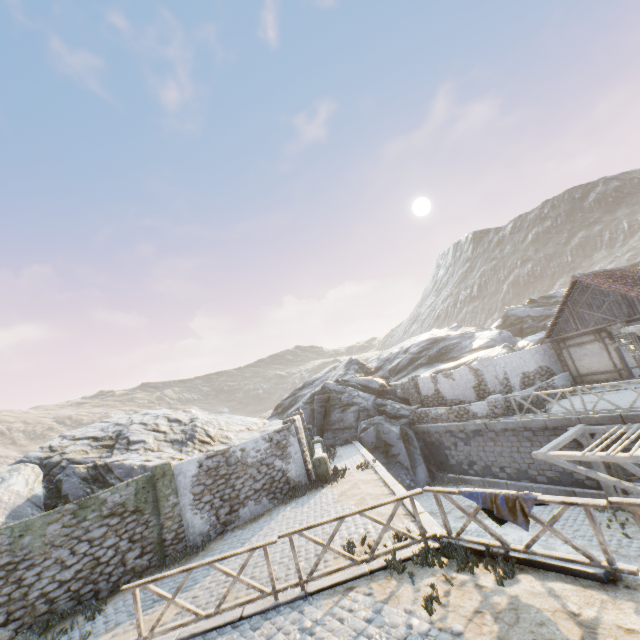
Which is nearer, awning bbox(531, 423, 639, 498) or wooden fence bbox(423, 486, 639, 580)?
wooden fence bbox(423, 486, 639, 580)

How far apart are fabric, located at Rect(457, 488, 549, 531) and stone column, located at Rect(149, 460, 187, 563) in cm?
987

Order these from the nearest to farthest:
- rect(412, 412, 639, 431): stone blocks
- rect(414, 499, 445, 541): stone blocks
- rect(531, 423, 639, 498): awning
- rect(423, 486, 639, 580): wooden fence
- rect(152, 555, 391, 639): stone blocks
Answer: rect(423, 486, 639, 580): wooden fence
rect(152, 555, 391, 639): stone blocks
rect(414, 499, 445, 541): stone blocks
rect(531, 423, 639, 498): awning
rect(412, 412, 639, 431): stone blocks

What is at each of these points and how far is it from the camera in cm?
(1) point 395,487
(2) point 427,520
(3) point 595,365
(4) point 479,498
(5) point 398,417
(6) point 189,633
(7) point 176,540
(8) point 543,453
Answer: (1) stone blocks, 1123
(2) stone blocks, 823
(3) building, 1769
(4) fabric, 646
(5) rock, 2278
(6) stone blocks, 671
(7) stone column, 1127
(8) awning, 1129

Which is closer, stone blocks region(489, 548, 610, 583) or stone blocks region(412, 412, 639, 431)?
stone blocks region(489, 548, 610, 583)

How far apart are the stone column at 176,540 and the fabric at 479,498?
9.87m

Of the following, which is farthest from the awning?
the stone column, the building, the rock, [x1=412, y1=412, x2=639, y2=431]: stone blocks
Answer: the stone column

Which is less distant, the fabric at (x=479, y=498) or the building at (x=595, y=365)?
the fabric at (x=479, y=498)
